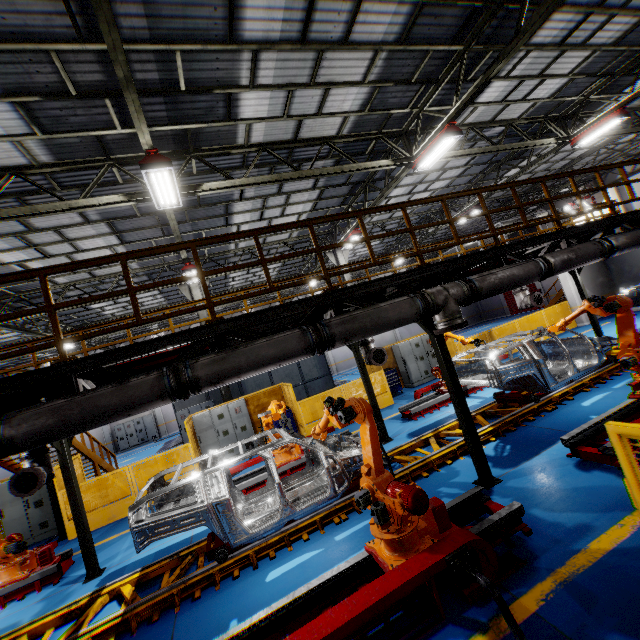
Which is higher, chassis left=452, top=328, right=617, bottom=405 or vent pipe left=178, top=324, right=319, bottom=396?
vent pipe left=178, top=324, right=319, bottom=396

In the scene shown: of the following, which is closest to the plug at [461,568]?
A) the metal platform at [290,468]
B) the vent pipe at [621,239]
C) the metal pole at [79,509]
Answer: the vent pipe at [621,239]

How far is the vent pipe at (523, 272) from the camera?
5.9 meters

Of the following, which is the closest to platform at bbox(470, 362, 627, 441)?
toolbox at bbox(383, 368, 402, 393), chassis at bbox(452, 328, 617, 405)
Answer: chassis at bbox(452, 328, 617, 405)

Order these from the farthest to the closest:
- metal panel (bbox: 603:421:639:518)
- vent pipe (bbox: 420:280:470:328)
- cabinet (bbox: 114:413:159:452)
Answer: cabinet (bbox: 114:413:159:452) → vent pipe (bbox: 420:280:470:328) → metal panel (bbox: 603:421:639:518)

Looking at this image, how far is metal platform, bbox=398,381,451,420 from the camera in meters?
10.7 m

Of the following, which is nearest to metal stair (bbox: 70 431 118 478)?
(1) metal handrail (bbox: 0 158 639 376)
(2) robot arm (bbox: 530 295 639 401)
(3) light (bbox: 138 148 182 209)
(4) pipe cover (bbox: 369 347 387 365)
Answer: (1) metal handrail (bbox: 0 158 639 376)

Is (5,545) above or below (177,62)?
below
